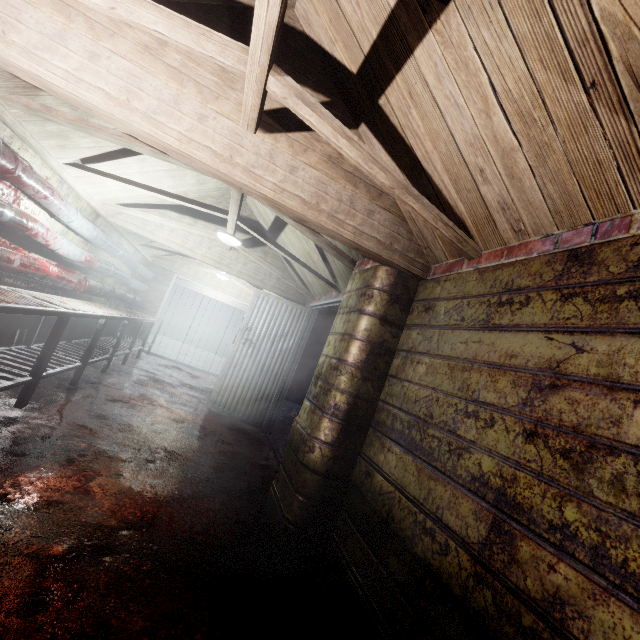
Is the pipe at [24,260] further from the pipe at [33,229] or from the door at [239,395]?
the door at [239,395]

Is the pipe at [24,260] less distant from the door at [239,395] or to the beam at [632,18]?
the beam at [632,18]

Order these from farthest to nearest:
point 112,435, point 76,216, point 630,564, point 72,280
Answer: point 72,280 < point 76,216 < point 112,435 < point 630,564

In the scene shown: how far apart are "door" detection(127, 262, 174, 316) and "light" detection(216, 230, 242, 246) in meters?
4.0

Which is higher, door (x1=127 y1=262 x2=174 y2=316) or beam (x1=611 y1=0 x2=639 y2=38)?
beam (x1=611 y1=0 x2=639 y2=38)

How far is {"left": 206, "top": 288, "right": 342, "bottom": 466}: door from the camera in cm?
461

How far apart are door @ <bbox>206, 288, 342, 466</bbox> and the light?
0.82m

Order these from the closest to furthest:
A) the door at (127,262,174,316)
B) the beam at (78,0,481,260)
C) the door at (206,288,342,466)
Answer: the beam at (78,0,481,260), the door at (206,288,342,466), the door at (127,262,174,316)
